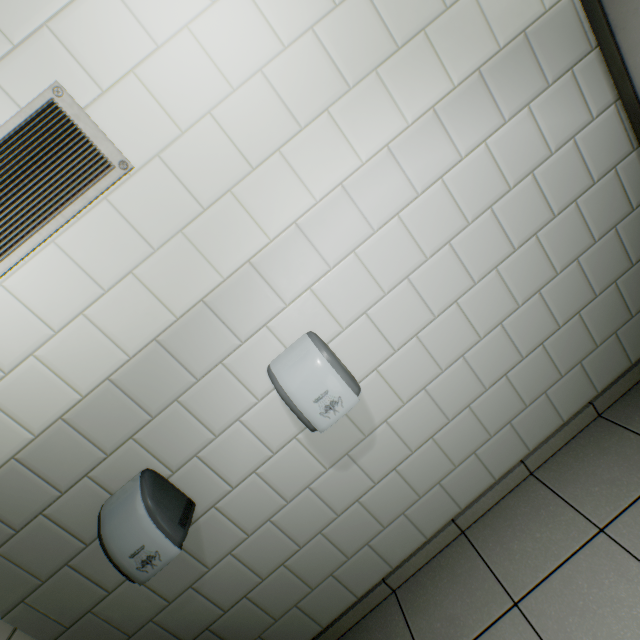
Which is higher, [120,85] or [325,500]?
[120,85]

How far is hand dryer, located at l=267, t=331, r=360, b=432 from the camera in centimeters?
126cm

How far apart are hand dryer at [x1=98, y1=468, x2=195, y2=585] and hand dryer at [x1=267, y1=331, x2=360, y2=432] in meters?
0.7

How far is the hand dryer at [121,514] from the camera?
1.3 meters

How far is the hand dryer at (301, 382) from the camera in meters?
1.3 m

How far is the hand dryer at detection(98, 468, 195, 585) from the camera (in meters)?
1.25

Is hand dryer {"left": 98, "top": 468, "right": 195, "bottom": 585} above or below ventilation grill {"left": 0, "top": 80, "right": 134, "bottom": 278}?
below

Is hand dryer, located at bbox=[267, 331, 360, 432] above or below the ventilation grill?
below
